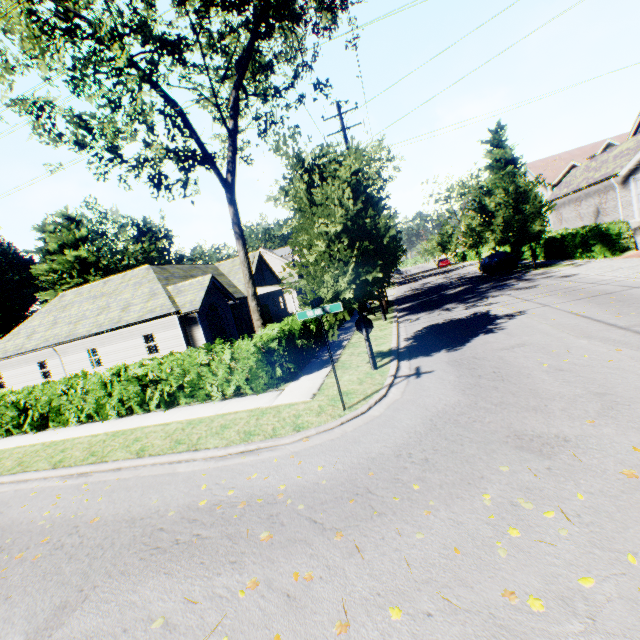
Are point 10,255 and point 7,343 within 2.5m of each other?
no

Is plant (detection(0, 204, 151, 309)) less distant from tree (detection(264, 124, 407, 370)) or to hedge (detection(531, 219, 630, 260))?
tree (detection(264, 124, 407, 370))

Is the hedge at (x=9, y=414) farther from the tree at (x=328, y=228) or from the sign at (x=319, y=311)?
the sign at (x=319, y=311)

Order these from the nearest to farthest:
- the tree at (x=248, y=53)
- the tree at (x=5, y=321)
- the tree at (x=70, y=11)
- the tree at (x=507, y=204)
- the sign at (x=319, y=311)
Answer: the sign at (x=319, y=311) < the tree at (x=70, y=11) < the tree at (x=248, y=53) < the tree at (x=507, y=204) < the tree at (x=5, y=321)

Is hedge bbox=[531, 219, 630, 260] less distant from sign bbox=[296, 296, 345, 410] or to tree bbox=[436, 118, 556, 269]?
tree bbox=[436, 118, 556, 269]

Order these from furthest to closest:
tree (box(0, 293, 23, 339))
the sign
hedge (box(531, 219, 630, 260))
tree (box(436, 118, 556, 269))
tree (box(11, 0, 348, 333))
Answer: tree (box(0, 293, 23, 339)), tree (box(436, 118, 556, 269)), hedge (box(531, 219, 630, 260)), tree (box(11, 0, 348, 333)), the sign

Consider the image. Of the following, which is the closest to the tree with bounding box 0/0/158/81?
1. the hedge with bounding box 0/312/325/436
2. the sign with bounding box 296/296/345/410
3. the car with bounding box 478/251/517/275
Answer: the sign with bounding box 296/296/345/410

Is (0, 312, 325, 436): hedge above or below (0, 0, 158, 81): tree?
below
